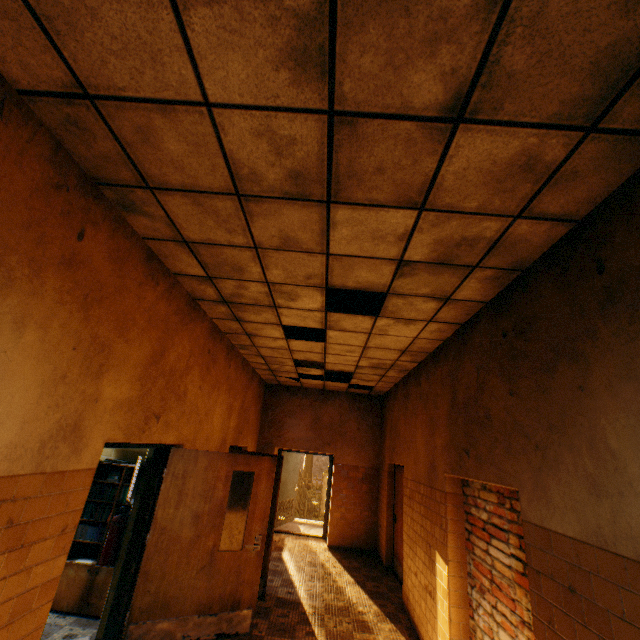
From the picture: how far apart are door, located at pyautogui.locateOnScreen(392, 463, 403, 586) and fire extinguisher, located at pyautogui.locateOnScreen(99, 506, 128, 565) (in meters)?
4.78

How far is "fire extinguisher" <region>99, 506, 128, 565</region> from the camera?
3.88m

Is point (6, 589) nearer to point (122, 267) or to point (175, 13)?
point (122, 267)

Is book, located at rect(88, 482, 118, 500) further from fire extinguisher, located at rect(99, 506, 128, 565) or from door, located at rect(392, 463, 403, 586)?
door, located at rect(392, 463, 403, 586)

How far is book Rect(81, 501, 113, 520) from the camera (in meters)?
4.60

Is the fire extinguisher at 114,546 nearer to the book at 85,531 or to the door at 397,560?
the book at 85,531

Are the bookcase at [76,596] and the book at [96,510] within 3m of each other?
yes

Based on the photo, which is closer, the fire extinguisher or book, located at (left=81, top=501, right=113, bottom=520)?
the fire extinguisher
